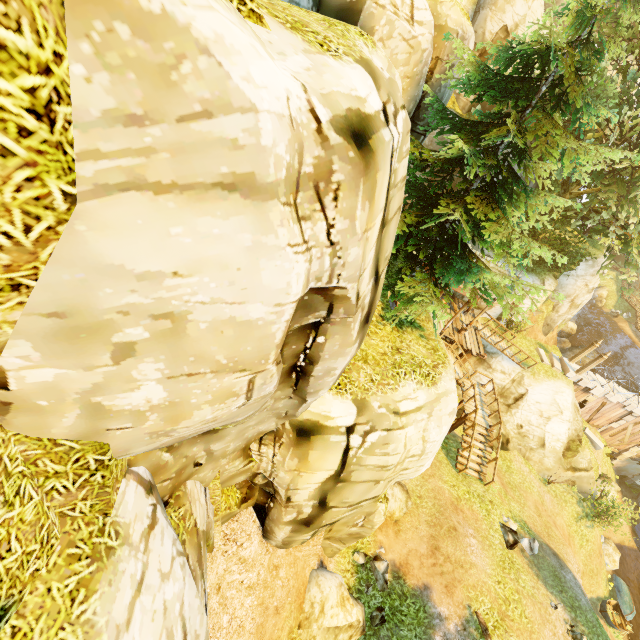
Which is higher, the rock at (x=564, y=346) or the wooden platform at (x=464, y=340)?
the wooden platform at (x=464, y=340)

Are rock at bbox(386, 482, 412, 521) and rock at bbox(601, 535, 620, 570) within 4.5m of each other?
no

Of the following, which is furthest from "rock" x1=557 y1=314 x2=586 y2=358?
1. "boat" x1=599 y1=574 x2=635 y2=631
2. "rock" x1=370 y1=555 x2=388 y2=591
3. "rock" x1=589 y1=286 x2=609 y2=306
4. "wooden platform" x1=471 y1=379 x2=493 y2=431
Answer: "rock" x1=370 y1=555 x2=388 y2=591

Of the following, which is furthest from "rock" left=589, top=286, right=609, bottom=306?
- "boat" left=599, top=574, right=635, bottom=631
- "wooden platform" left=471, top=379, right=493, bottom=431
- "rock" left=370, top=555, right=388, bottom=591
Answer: "rock" left=370, top=555, right=388, bottom=591

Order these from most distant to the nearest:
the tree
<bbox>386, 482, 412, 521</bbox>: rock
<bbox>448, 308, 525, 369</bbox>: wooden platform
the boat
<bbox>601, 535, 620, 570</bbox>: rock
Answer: <bbox>601, 535, 620, 570</bbox>: rock → <bbox>448, 308, 525, 369</bbox>: wooden platform → the boat → <bbox>386, 482, 412, 521</bbox>: rock → the tree

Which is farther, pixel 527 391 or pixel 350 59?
pixel 527 391

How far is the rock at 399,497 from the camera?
13.41m

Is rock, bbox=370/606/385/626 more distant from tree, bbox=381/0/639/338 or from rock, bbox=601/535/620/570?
rock, bbox=601/535/620/570
